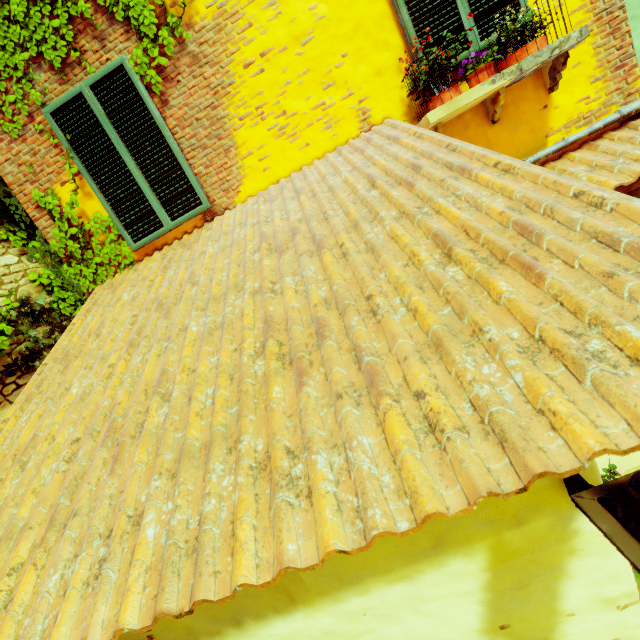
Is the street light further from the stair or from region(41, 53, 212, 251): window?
region(41, 53, 212, 251): window

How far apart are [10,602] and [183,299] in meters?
1.8 m

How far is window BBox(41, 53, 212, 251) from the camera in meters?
3.4 m

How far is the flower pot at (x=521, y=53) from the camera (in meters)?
2.88

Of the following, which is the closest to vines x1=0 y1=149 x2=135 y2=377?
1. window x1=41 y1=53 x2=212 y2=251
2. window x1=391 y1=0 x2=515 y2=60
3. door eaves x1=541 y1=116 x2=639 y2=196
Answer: window x1=41 y1=53 x2=212 y2=251

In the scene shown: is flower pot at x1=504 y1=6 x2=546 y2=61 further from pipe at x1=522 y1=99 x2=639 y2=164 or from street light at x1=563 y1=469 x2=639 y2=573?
street light at x1=563 y1=469 x2=639 y2=573

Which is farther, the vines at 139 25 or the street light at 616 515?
the vines at 139 25

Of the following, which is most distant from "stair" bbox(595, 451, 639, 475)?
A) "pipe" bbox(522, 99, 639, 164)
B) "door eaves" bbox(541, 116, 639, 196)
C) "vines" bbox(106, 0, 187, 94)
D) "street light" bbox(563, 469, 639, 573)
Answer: "pipe" bbox(522, 99, 639, 164)
